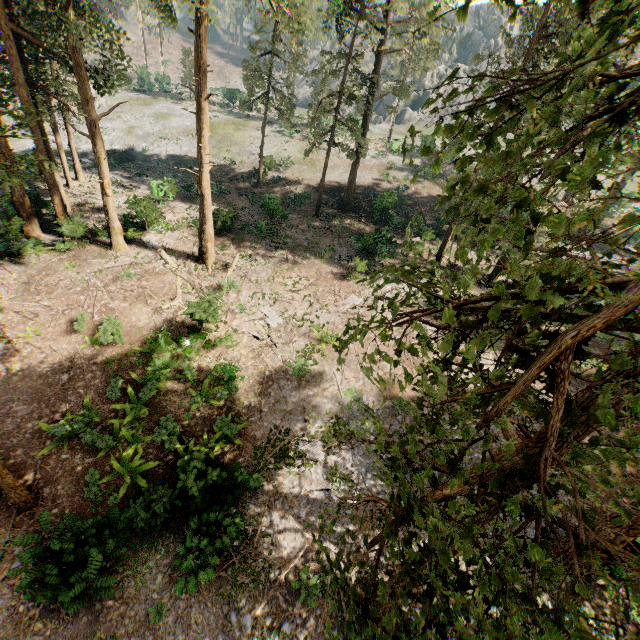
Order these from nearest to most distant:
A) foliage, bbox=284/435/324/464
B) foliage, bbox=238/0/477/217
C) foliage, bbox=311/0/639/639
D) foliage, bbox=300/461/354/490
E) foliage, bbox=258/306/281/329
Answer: foliage, bbox=311/0/639/639 → foliage, bbox=300/461/354/490 → foliage, bbox=284/435/324/464 → foliage, bbox=258/306/281/329 → foliage, bbox=238/0/477/217

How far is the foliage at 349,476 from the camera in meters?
6.8

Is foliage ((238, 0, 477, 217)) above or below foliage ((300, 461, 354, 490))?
above

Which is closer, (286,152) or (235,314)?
(235,314)

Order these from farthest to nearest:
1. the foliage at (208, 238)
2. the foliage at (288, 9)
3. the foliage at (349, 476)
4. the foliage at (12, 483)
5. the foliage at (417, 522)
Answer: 1. the foliage at (288, 9)
2. the foliage at (208, 238)
3. the foliage at (12, 483)
4. the foliage at (349, 476)
5. the foliage at (417, 522)

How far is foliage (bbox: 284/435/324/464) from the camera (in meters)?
14.89

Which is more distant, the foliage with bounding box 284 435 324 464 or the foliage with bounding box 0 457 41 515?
the foliage with bounding box 284 435 324 464
